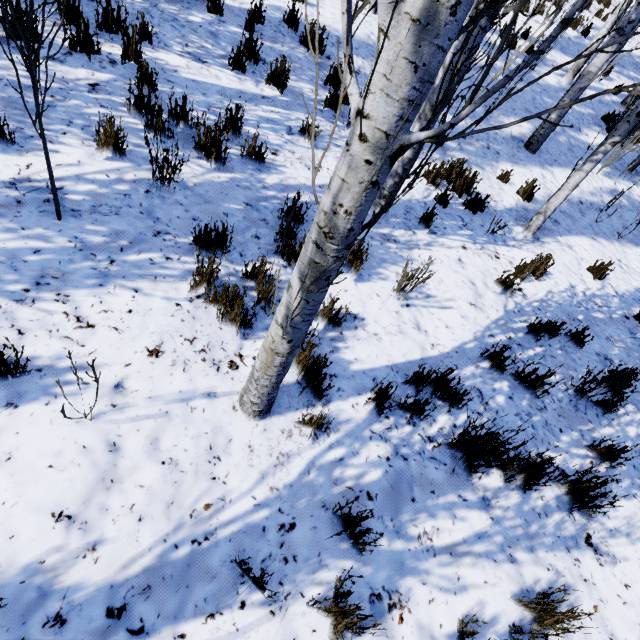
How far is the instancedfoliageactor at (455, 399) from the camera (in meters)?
2.71

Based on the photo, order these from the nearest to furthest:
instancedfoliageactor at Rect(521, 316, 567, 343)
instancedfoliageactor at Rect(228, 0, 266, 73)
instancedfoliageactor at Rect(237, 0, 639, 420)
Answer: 1. instancedfoliageactor at Rect(237, 0, 639, 420)
2. instancedfoliageactor at Rect(521, 316, 567, 343)
3. instancedfoliageactor at Rect(228, 0, 266, 73)

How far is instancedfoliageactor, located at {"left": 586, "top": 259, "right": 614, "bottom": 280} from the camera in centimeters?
536cm

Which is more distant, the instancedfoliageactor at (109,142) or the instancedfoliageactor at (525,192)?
the instancedfoliageactor at (525,192)

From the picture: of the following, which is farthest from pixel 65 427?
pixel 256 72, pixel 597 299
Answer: pixel 597 299

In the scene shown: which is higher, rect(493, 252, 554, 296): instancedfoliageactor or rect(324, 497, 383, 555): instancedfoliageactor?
rect(493, 252, 554, 296): instancedfoliageactor
